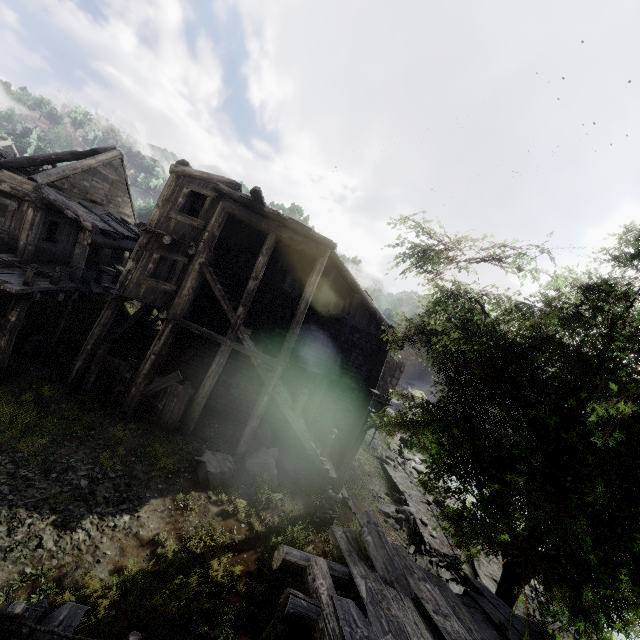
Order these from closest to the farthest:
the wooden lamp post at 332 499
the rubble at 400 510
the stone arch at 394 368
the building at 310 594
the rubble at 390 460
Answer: the building at 310 594
the wooden lamp post at 332 499
the rubble at 400 510
the rubble at 390 460
the stone arch at 394 368

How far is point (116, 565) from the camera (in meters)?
8.01

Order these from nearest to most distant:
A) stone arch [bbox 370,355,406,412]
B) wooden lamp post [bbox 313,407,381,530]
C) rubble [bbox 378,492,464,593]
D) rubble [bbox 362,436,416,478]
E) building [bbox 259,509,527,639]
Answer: building [bbox 259,509,527,639] < wooden lamp post [bbox 313,407,381,530] < rubble [bbox 378,492,464,593] < rubble [bbox 362,436,416,478] < stone arch [bbox 370,355,406,412]

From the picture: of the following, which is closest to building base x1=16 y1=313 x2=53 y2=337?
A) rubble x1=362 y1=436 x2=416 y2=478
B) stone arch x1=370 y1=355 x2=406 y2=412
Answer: stone arch x1=370 y1=355 x2=406 y2=412

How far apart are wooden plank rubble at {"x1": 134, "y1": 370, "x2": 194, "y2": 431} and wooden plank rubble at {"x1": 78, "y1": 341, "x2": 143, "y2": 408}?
0.4 meters

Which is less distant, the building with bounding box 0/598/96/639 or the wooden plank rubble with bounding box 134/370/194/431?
the building with bounding box 0/598/96/639

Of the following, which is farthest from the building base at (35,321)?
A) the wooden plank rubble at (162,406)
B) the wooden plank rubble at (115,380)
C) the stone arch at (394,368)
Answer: the stone arch at (394,368)

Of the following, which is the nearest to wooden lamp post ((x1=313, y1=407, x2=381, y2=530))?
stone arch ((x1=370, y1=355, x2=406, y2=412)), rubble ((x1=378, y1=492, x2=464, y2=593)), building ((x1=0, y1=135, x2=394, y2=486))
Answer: building ((x1=0, y1=135, x2=394, y2=486))
